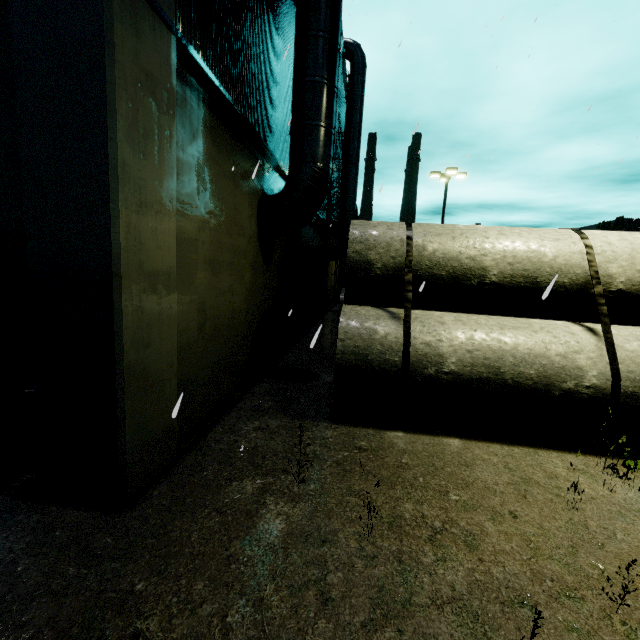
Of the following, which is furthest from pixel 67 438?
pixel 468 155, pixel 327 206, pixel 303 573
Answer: pixel 327 206

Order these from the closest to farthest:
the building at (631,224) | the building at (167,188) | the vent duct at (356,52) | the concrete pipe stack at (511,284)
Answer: the building at (167,188)
the concrete pipe stack at (511,284)
the vent duct at (356,52)
the building at (631,224)

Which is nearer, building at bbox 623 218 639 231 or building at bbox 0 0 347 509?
building at bbox 0 0 347 509

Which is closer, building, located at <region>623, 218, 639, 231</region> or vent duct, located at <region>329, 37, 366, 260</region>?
vent duct, located at <region>329, 37, 366, 260</region>

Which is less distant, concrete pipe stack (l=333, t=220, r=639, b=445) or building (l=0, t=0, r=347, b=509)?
building (l=0, t=0, r=347, b=509)

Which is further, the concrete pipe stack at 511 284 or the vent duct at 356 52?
the vent duct at 356 52

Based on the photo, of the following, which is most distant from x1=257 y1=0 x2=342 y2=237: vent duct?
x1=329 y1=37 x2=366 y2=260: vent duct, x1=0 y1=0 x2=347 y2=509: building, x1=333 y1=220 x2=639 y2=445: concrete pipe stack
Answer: x1=329 y1=37 x2=366 y2=260: vent duct

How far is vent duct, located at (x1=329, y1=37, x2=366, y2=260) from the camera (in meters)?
18.70
